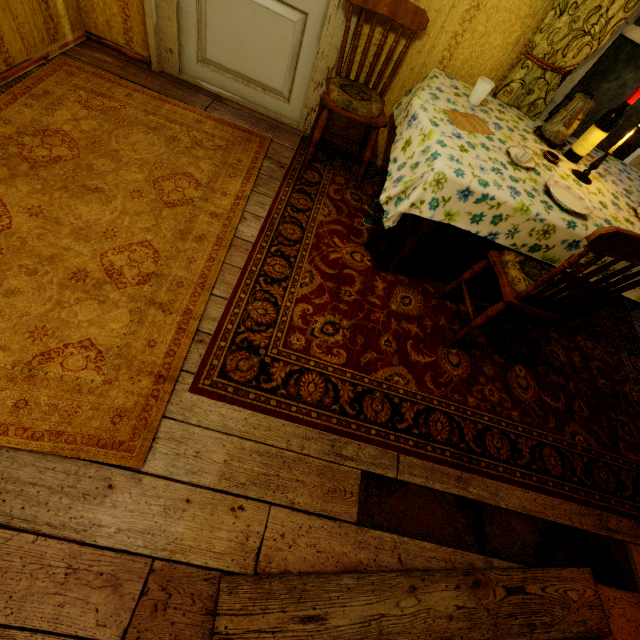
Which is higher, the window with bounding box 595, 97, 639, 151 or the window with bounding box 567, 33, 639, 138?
the window with bounding box 567, 33, 639, 138

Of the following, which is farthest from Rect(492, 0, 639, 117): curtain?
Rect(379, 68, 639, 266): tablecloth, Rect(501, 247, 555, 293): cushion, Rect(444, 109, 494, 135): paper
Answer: Rect(501, 247, 555, 293): cushion

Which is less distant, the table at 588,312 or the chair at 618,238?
the chair at 618,238

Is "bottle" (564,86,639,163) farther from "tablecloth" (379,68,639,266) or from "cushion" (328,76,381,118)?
"cushion" (328,76,381,118)

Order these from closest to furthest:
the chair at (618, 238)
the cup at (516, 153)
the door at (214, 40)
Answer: the chair at (618, 238) < the cup at (516, 153) < the door at (214, 40)

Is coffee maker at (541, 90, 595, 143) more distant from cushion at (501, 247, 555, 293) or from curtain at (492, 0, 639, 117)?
cushion at (501, 247, 555, 293)

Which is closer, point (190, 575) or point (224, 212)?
point (190, 575)

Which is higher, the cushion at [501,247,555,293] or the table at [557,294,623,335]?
the cushion at [501,247,555,293]
